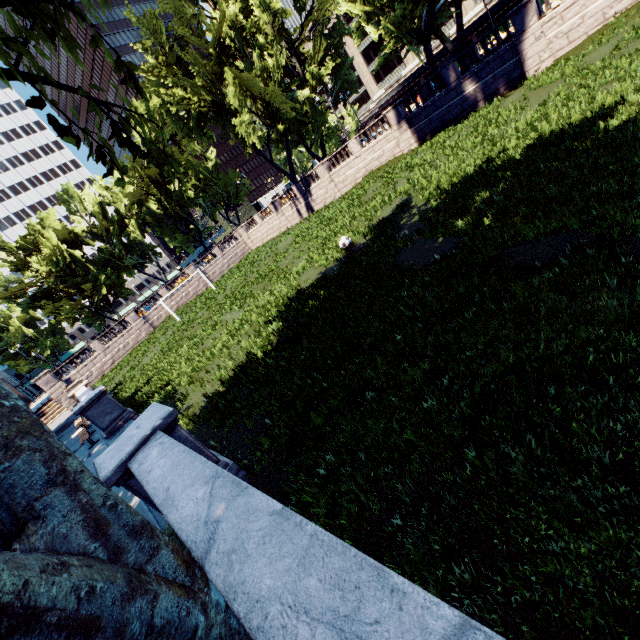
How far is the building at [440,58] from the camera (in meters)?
56.50

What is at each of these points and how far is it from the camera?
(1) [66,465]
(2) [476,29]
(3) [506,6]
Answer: (1) tree, 2.3 meters
(2) building, 52.8 meters
(3) building, 49.3 meters

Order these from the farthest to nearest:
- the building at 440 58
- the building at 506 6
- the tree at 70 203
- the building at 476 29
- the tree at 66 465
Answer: the building at 440 58 < the building at 476 29 < the building at 506 6 < the tree at 70 203 < the tree at 66 465

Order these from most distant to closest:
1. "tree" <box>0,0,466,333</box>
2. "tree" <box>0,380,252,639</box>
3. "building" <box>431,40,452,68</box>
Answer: "building" <box>431,40,452,68</box> → "tree" <box>0,0,466,333</box> → "tree" <box>0,380,252,639</box>

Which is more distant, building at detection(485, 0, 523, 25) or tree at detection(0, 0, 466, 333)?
building at detection(485, 0, 523, 25)

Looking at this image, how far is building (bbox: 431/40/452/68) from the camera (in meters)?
56.50

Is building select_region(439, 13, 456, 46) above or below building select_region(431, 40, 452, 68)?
above
